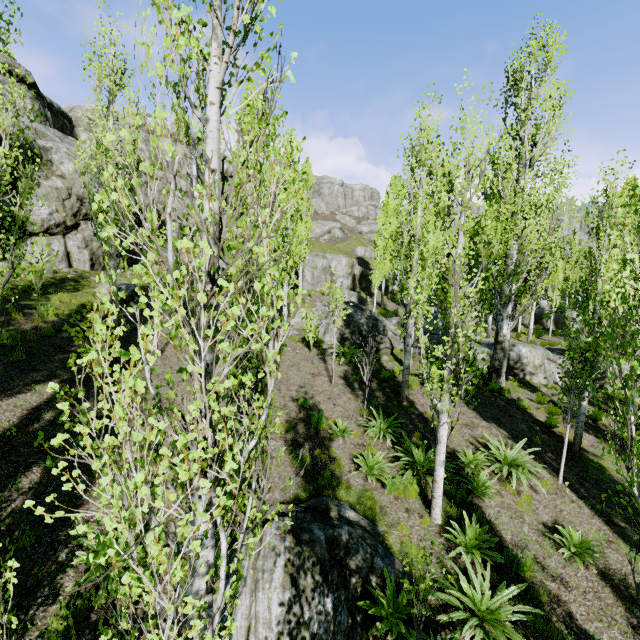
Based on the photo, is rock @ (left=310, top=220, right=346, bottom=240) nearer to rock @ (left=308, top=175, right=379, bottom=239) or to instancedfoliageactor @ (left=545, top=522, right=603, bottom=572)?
rock @ (left=308, top=175, right=379, bottom=239)

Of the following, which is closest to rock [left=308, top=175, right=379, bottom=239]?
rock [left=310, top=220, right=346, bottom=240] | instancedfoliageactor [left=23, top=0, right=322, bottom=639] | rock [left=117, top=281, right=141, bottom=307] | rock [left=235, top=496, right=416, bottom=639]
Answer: instancedfoliageactor [left=23, top=0, right=322, bottom=639]

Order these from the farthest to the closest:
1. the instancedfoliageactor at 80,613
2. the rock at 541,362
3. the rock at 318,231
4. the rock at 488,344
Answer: the rock at 318,231 → the rock at 488,344 → the rock at 541,362 → the instancedfoliageactor at 80,613

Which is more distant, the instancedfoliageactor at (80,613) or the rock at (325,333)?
the rock at (325,333)

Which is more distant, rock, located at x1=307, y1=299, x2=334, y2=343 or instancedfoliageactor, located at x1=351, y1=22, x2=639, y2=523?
rock, located at x1=307, y1=299, x2=334, y2=343

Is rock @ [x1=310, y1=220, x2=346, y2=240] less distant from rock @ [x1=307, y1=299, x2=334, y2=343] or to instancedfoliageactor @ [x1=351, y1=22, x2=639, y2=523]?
instancedfoliageactor @ [x1=351, y1=22, x2=639, y2=523]

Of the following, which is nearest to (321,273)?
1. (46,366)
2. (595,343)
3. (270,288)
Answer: (595,343)

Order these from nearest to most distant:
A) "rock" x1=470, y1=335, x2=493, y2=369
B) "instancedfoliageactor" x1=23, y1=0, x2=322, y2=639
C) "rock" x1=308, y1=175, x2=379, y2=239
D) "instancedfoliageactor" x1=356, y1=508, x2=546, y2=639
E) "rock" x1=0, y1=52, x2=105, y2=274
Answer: "instancedfoliageactor" x1=23, y1=0, x2=322, y2=639 < "instancedfoliageactor" x1=356, y1=508, x2=546, y2=639 < "rock" x1=0, y1=52, x2=105, y2=274 < "rock" x1=470, y1=335, x2=493, y2=369 < "rock" x1=308, y1=175, x2=379, y2=239
